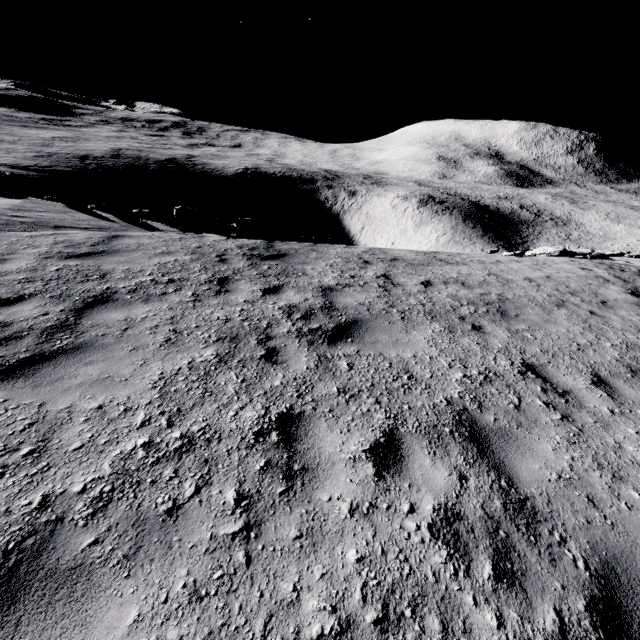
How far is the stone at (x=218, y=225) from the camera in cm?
1262

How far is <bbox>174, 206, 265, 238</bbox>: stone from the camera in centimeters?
1262cm

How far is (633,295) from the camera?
9.9m
